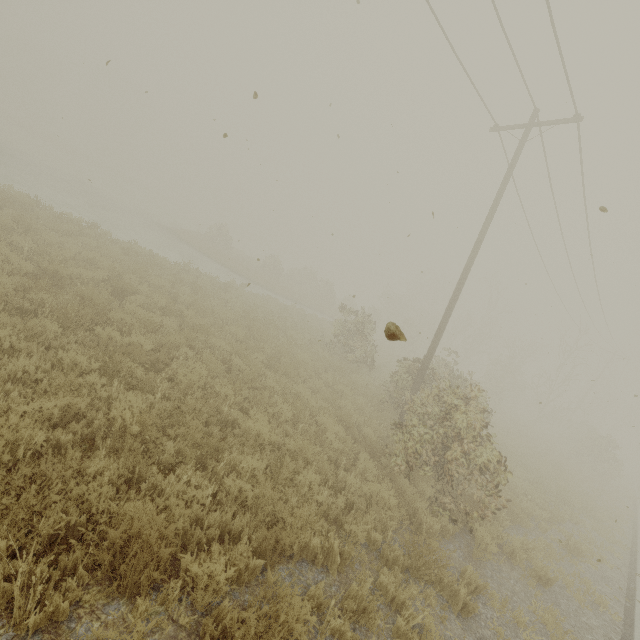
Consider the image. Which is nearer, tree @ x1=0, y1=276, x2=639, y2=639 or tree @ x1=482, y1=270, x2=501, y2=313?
tree @ x1=0, y1=276, x2=639, y2=639

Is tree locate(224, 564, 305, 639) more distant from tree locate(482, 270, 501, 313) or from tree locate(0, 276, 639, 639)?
tree locate(482, 270, 501, 313)

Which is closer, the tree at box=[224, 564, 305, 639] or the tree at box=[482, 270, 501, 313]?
the tree at box=[224, 564, 305, 639]

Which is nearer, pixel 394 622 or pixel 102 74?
pixel 394 622

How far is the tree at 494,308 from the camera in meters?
39.3 m

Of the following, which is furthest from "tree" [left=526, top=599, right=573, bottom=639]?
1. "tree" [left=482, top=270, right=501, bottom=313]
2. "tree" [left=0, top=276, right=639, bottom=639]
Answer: "tree" [left=482, top=270, right=501, bottom=313]

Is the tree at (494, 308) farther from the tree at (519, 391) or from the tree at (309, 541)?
the tree at (309, 541)
